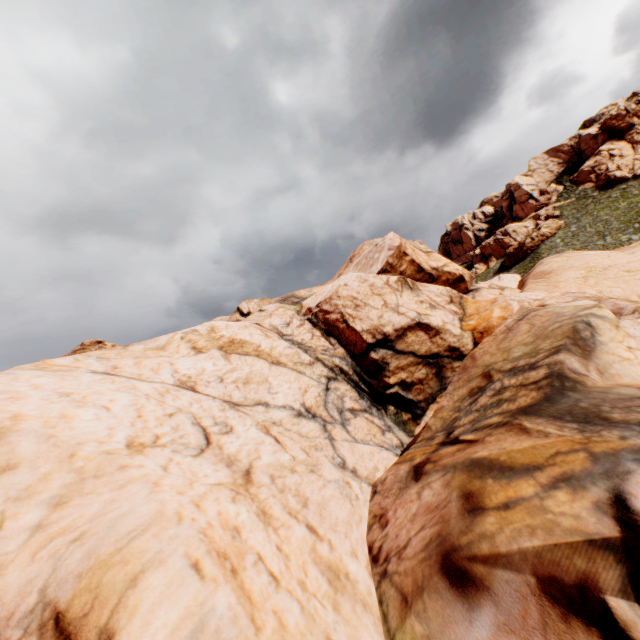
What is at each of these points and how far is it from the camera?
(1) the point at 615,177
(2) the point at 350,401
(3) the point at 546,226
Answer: (1) rock, 58.6 meters
(2) rock, 14.8 meters
(3) rock, 59.8 meters

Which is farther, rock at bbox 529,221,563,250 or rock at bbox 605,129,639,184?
rock at bbox 529,221,563,250

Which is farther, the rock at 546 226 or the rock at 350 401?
the rock at 546 226

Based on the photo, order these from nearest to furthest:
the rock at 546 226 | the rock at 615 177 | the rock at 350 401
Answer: the rock at 350 401
the rock at 615 177
the rock at 546 226

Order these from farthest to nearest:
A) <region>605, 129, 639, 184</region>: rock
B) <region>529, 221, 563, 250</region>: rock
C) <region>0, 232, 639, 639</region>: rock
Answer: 1. <region>529, 221, 563, 250</region>: rock
2. <region>605, 129, 639, 184</region>: rock
3. <region>0, 232, 639, 639</region>: rock

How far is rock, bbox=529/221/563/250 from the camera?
59.1m
